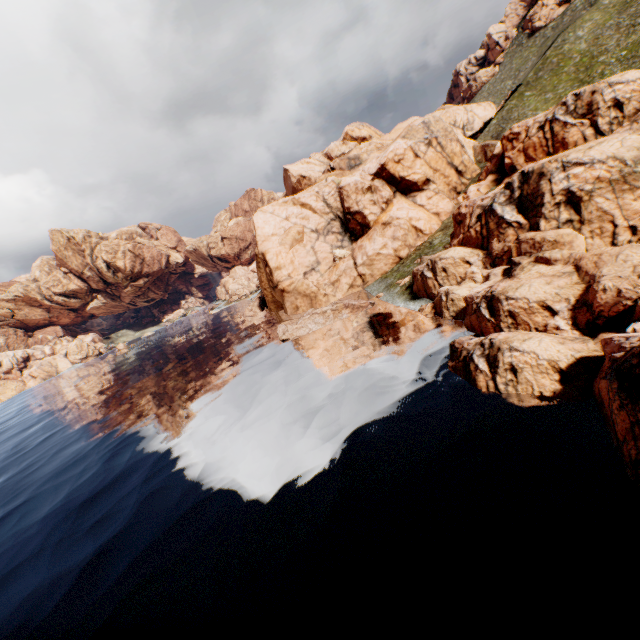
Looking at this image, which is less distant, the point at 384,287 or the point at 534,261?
the point at 534,261
